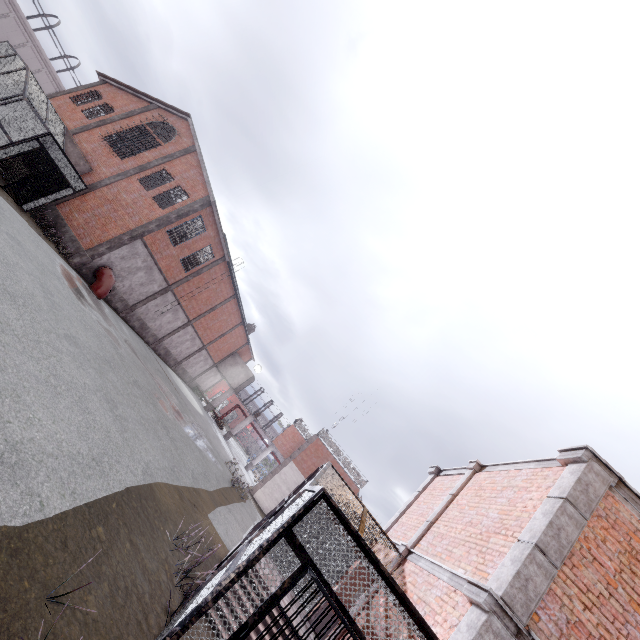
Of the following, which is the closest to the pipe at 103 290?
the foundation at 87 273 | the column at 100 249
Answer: the foundation at 87 273

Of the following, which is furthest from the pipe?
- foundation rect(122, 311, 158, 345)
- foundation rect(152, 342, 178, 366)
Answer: foundation rect(152, 342, 178, 366)

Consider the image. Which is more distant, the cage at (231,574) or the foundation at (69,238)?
the foundation at (69,238)

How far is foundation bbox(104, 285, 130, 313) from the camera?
21.5 meters

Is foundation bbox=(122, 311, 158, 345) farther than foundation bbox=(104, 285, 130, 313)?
Yes

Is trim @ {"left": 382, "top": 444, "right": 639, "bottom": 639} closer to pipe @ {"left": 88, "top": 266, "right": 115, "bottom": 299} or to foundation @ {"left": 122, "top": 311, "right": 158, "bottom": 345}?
pipe @ {"left": 88, "top": 266, "right": 115, "bottom": 299}

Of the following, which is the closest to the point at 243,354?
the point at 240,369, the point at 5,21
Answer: the point at 240,369
